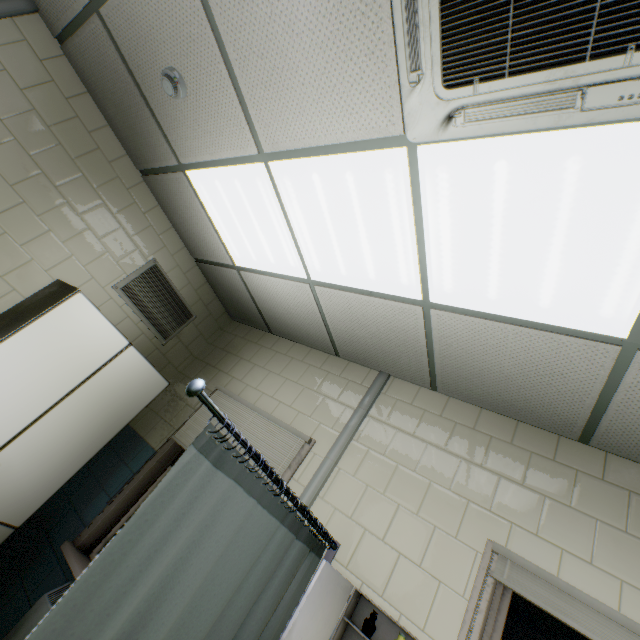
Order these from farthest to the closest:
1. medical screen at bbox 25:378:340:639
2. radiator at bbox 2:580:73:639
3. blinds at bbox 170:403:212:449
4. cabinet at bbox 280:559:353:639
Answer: blinds at bbox 170:403:212:449
radiator at bbox 2:580:73:639
cabinet at bbox 280:559:353:639
medical screen at bbox 25:378:340:639

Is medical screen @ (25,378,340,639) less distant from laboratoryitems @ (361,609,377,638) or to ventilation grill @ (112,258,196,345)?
laboratoryitems @ (361,609,377,638)

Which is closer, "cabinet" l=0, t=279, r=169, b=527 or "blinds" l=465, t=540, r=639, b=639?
"blinds" l=465, t=540, r=639, b=639

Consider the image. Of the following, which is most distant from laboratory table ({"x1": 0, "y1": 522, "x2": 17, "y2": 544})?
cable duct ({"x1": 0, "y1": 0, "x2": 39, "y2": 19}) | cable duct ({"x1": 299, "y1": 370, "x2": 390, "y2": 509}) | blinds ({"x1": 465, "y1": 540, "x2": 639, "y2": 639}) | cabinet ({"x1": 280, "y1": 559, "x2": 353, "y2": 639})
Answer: blinds ({"x1": 465, "y1": 540, "x2": 639, "y2": 639})

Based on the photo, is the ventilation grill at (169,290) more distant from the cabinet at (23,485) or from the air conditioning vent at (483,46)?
the air conditioning vent at (483,46)

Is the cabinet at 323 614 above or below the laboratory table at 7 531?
above

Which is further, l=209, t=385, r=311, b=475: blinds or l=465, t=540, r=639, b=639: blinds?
l=209, t=385, r=311, b=475: blinds

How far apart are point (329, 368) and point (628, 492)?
2.3m
